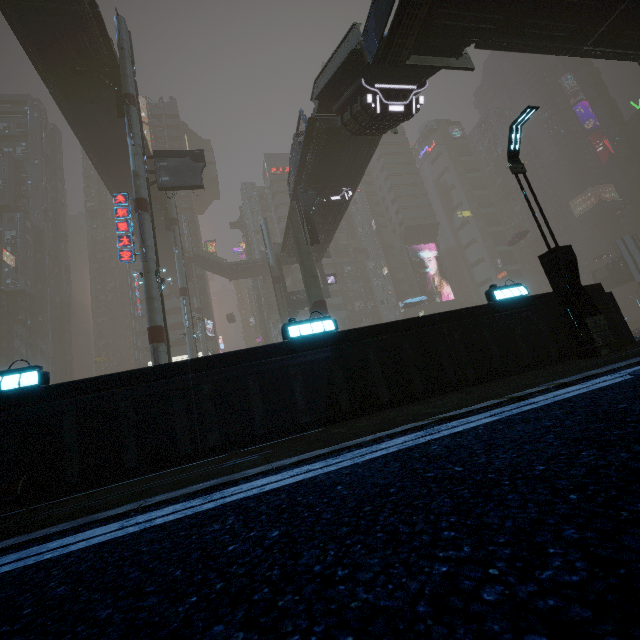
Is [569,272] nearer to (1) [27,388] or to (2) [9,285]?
(1) [27,388]

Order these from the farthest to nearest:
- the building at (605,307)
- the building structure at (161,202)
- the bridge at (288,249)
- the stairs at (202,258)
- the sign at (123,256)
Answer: the stairs at (202,258)
the building structure at (161,202)
the bridge at (288,249)
the sign at (123,256)
the building at (605,307)

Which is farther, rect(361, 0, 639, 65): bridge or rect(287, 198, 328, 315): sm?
rect(287, 198, 328, 315): sm

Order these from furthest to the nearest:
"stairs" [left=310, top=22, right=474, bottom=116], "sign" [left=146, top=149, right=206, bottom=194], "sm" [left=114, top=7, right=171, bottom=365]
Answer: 1. "sign" [left=146, top=149, right=206, bottom=194]
2. "sm" [left=114, top=7, right=171, bottom=365]
3. "stairs" [left=310, top=22, right=474, bottom=116]

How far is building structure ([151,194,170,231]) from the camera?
38.6 meters

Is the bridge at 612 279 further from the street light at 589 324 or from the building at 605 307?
the street light at 589 324

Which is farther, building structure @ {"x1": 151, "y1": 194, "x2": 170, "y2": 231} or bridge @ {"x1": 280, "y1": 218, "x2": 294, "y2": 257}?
building structure @ {"x1": 151, "y1": 194, "x2": 170, "y2": 231}

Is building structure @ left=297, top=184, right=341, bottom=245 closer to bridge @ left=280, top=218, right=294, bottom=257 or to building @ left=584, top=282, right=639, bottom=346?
bridge @ left=280, top=218, right=294, bottom=257
